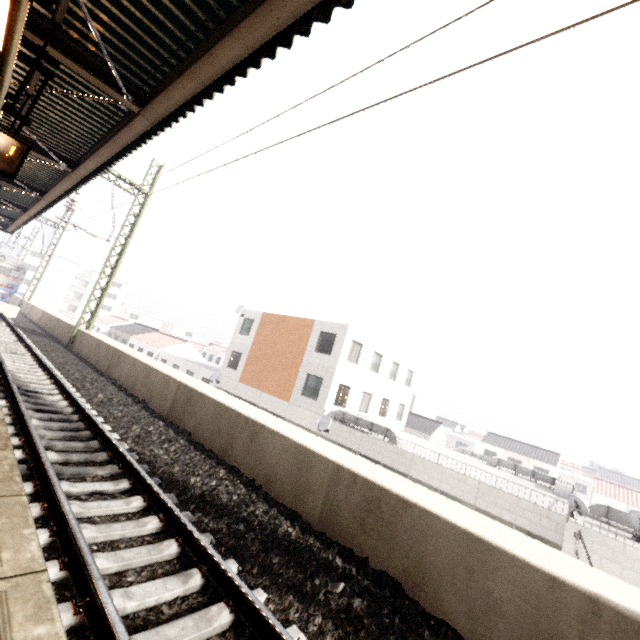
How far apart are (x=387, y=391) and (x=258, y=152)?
23.3 meters

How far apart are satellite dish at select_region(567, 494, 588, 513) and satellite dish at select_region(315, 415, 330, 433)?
10.92m

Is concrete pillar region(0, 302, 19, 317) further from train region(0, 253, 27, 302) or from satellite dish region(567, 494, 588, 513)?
satellite dish region(567, 494, 588, 513)

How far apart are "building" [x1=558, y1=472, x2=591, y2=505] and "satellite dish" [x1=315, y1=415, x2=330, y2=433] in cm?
5458

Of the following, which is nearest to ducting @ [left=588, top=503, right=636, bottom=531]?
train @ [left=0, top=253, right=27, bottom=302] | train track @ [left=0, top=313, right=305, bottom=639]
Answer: train track @ [left=0, top=313, right=305, bottom=639]

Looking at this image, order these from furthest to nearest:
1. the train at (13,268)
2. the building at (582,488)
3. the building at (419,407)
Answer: the building at (582,488) < the building at (419,407) < the train at (13,268)

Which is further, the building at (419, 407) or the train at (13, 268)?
the building at (419, 407)

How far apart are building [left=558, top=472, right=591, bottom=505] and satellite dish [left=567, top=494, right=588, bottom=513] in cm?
5423
